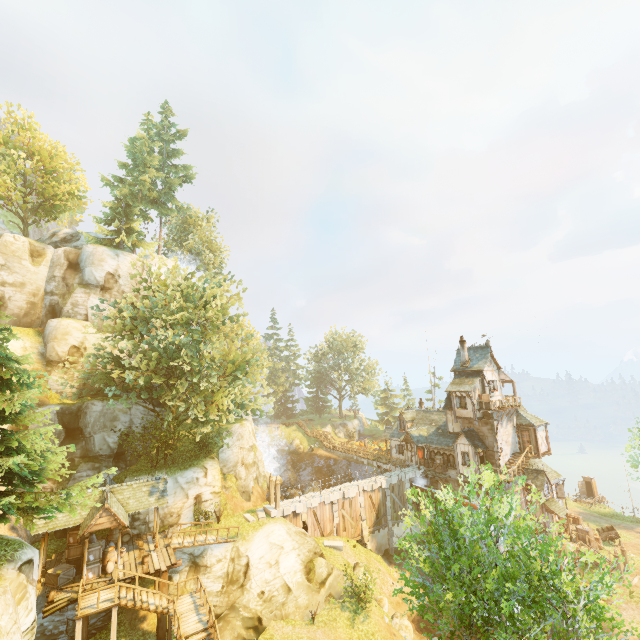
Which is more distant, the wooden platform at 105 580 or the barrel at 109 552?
the barrel at 109 552

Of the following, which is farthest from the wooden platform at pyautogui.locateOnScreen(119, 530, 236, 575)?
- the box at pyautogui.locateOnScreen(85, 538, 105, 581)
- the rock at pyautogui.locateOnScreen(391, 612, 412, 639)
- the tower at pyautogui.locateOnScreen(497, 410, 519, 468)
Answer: the tower at pyautogui.locateOnScreen(497, 410, 519, 468)

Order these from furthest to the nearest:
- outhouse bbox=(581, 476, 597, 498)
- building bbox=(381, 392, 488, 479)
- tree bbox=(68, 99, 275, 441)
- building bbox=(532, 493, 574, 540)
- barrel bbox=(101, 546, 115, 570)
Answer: outhouse bbox=(581, 476, 597, 498) < building bbox=(381, 392, 488, 479) < building bbox=(532, 493, 574, 540) < tree bbox=(68, 99, 275, 441) < barrel bbox=(101, 546, 115, 570)

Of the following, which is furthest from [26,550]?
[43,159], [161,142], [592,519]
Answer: [592,519]

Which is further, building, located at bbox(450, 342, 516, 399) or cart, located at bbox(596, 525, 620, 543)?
building, located at bbox(450, 342, 516, 399)

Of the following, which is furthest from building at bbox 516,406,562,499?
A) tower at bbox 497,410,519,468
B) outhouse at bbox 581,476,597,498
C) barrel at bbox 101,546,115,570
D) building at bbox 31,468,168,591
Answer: barrel at bbox 101,546,115,570

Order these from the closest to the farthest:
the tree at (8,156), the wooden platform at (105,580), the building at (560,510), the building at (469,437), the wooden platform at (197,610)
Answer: the wooden platform at (197,610) → the wooden platform at (105,580) → the building at (560,510) → the building at (469,437) → the tree at (8,156)

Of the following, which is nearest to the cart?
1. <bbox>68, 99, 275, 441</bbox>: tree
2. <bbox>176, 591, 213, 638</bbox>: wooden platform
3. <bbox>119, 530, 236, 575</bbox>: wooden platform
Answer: <bbox>68, 99, 275, 441</bbox>: tree
